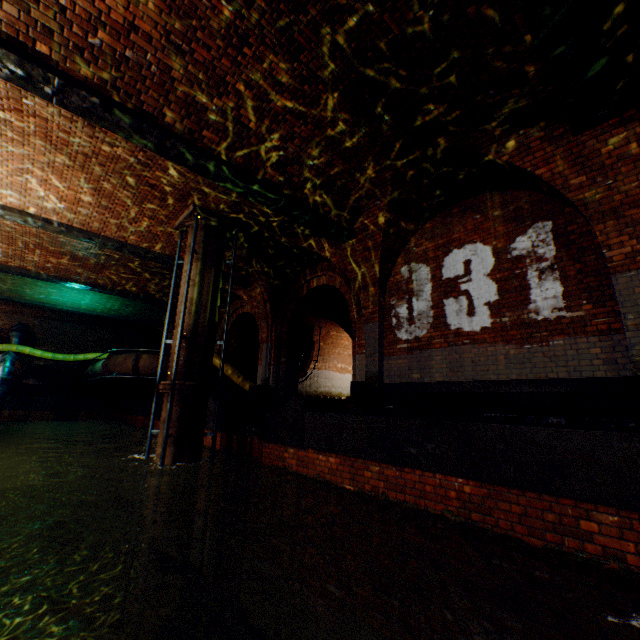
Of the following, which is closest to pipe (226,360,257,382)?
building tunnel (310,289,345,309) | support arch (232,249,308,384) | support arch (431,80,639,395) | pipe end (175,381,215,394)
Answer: building tunnel (310,289,345,309)

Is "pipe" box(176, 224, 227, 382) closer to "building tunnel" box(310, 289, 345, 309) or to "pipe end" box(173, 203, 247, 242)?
"pipe end" box(173, 203, 247, 242)

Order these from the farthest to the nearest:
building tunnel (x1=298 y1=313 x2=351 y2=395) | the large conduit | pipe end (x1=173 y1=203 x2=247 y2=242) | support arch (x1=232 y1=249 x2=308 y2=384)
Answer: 1. building tunnel (x1=298 y1=313 x2=351 y2=395)
2. the large conduit
3. support arch (x1=232 y1=249 x2=308 y2=384)
4. pipe end (x1=173 y1=203 x2=247 y2=242)

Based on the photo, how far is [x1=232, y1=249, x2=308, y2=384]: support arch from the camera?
10.7 meters

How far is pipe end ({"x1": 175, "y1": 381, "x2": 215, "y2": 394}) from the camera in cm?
708

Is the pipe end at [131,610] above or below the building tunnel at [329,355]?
below

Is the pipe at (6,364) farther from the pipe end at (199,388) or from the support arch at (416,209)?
the support arch at (416,209)

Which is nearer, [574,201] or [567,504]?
[567,504]
